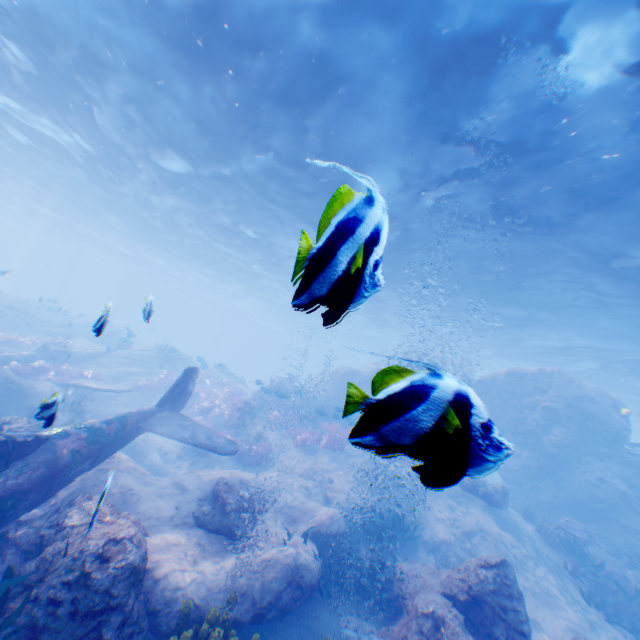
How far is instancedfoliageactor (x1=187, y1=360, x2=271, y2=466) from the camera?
15.5m

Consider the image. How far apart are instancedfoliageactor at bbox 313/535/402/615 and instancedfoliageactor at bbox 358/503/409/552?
1.13m

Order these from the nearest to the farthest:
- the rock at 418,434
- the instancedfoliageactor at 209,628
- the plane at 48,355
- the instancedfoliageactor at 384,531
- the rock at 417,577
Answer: the rock at 418,434 < the instancedfoliageactor at 209,628 < the rock at 417,577 < the instancedfoliageactor at 384,531 < the plane at 48,355

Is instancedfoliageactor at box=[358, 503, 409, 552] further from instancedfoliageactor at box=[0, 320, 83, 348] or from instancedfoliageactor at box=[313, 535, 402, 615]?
instancedfoliageactor at box=[0, 320, 83, 348]

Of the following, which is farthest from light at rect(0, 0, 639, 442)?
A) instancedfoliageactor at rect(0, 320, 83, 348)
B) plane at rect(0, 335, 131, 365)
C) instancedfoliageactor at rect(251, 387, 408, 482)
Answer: plane at rect(0, 335, 131, 365)

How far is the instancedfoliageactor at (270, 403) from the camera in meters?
1.0

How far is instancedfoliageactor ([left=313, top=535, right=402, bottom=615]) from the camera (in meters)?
7.27

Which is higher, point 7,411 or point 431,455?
point 431,455
